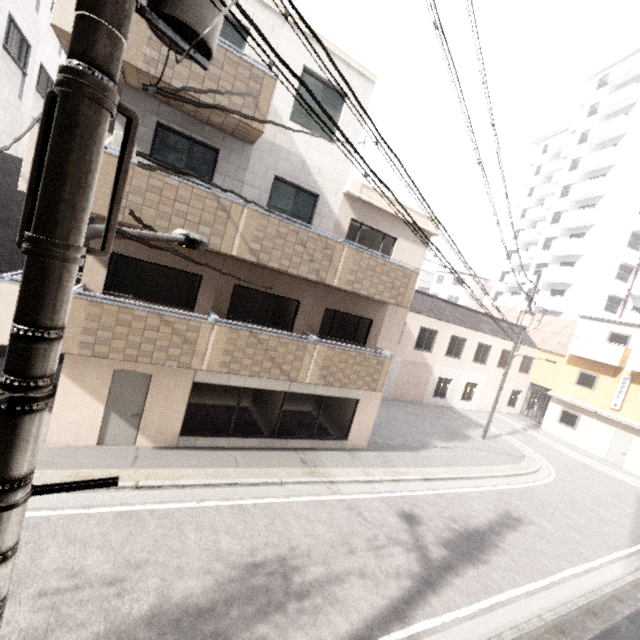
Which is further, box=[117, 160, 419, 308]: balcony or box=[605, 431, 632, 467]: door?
box=[605, 431, 632, 467]: door

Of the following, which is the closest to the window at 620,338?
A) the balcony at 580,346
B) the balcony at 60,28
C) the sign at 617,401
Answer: the balcony at 580,346

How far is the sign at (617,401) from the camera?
20.7 meters

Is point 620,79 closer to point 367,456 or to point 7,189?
point 367,456

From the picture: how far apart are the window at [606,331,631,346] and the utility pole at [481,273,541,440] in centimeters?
936cm

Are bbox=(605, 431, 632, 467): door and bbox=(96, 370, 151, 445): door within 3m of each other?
no

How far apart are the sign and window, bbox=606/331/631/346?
1.7 meters

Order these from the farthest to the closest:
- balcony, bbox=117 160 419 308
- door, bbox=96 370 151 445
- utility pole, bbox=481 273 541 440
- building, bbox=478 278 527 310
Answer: building, bbox=478 278 527 310
utility pole, bbox=481 273 541 440
door, bbox=96 370 151 445
balcony, bbox=117 160 419 308
